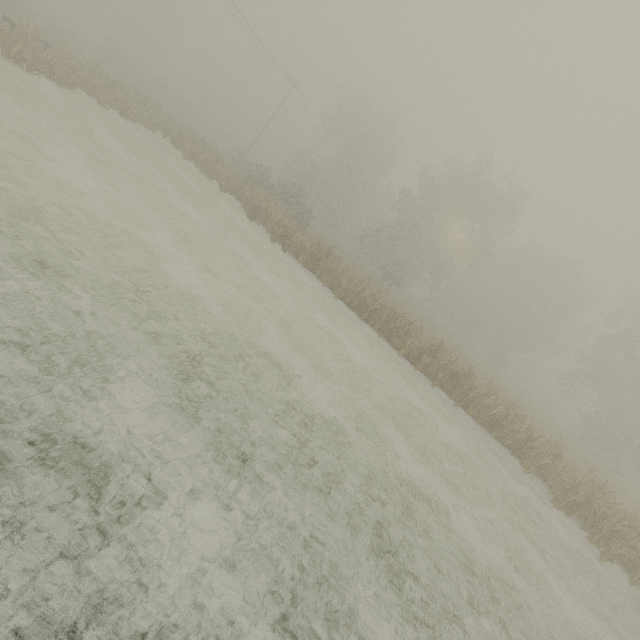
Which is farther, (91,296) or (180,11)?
(180,11)
